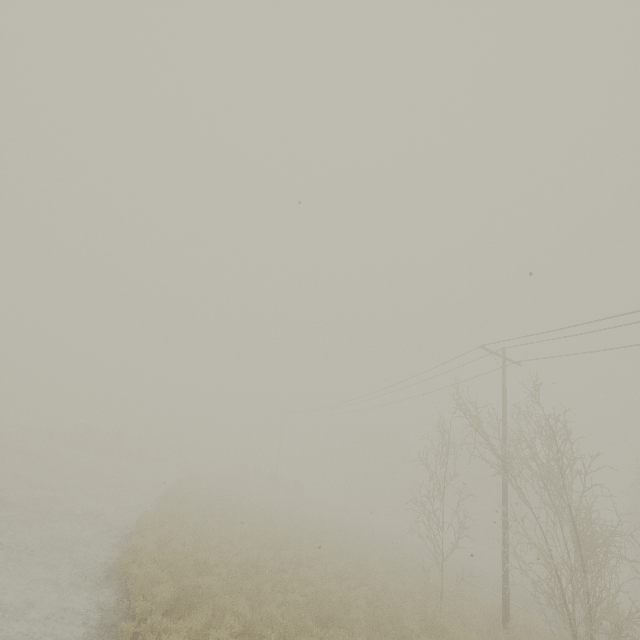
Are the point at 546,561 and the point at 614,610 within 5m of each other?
yes
